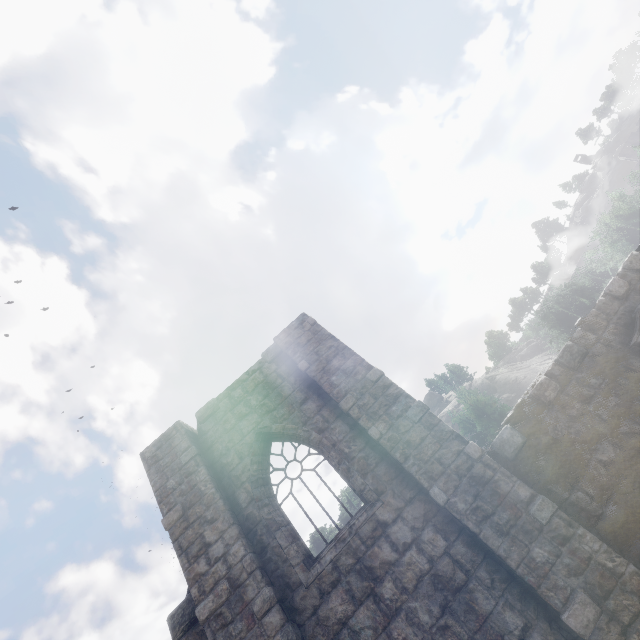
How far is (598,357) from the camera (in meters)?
7.11
